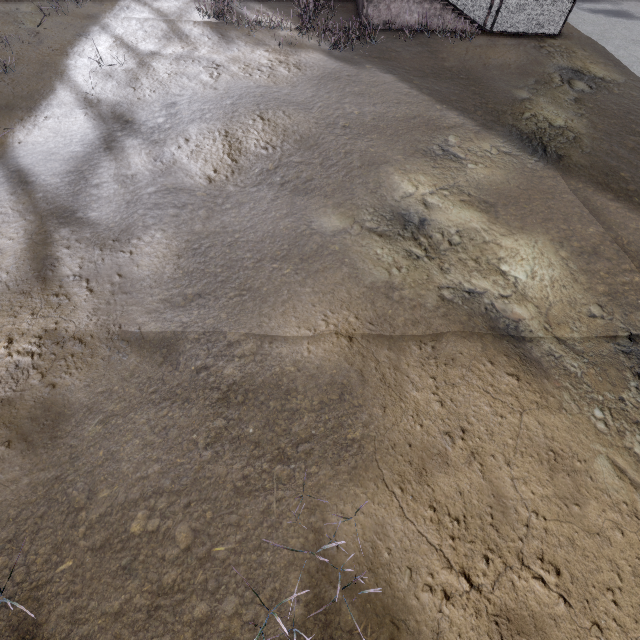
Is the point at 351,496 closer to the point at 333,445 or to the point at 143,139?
the point at 333,445
